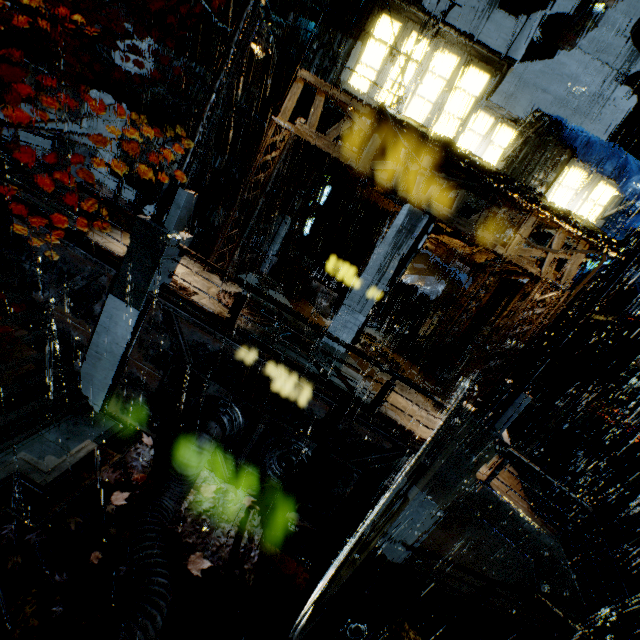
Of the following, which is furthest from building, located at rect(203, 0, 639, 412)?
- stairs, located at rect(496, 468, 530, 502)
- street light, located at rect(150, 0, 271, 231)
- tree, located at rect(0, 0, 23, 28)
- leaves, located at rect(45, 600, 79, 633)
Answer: Answer: leaves, located at rect(45, 600, 79, 633)

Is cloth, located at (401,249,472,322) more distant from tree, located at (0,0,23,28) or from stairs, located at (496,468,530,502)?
tree, located at (0,0,23,28)

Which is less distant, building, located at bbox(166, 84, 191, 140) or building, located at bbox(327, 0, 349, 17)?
building, located at bbox(327, 0, 349, 17)

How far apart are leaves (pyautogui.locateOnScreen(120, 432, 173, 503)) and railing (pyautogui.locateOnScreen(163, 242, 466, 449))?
4.3 meters

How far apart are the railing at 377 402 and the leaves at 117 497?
4.27m

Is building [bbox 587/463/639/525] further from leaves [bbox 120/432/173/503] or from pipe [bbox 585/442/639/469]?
leaves [bbox 120/432/173/503]

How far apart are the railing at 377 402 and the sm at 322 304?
6.7 meters

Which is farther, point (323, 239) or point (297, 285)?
point (323, 239)
